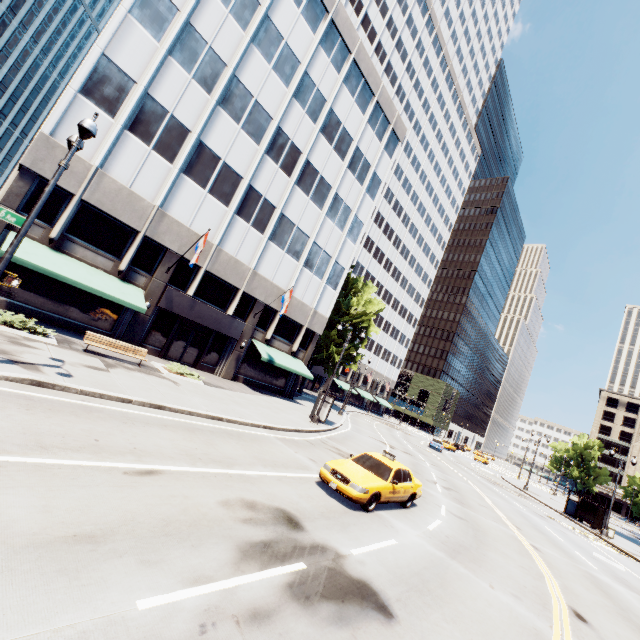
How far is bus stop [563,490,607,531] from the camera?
29.58m

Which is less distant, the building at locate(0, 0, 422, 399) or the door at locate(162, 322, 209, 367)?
the building at locate(0, 0, 422, 399)

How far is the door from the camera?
23.2m

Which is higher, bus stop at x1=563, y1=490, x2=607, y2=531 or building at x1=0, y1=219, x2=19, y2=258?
building at x1=0, y1=219, x2=19, y2=258

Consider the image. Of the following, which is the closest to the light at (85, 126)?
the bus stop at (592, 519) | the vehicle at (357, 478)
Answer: the vehicle at (357, 478)

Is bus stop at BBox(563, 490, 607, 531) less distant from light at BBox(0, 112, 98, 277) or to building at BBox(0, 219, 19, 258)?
building at BBox(0, 219, 19, 258)

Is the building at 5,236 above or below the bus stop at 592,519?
above

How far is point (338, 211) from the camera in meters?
31.8 m
